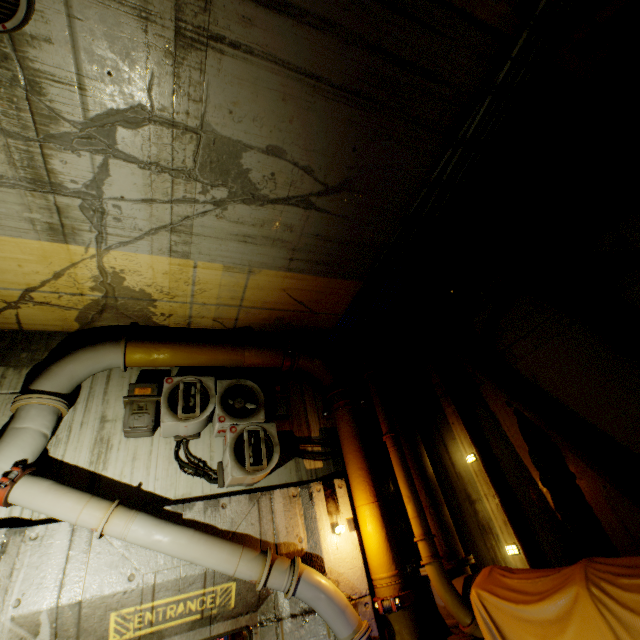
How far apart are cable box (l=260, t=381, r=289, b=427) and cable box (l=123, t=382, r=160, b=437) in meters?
1.7 m

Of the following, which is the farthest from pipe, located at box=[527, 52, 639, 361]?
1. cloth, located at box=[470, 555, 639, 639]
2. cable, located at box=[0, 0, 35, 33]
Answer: cable, located at box=[0, 0, 35, 33]

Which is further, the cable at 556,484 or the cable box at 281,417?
the cable box at 281,417

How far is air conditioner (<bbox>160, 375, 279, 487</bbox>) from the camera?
5.0m

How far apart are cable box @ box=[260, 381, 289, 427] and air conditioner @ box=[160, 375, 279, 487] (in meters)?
0.18

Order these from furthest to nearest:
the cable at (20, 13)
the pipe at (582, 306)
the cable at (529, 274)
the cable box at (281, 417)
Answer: the cable box at (281, 417) → the cable at (529, 274) → the pipe at (582, 306) → the cable at (20, 13)

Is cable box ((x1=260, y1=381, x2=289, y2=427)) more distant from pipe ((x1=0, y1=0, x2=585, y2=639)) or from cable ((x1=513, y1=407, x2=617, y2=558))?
cable ((x1=513, y1=407, x2=617, y2=558))

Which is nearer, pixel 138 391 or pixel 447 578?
pixel 447 578
